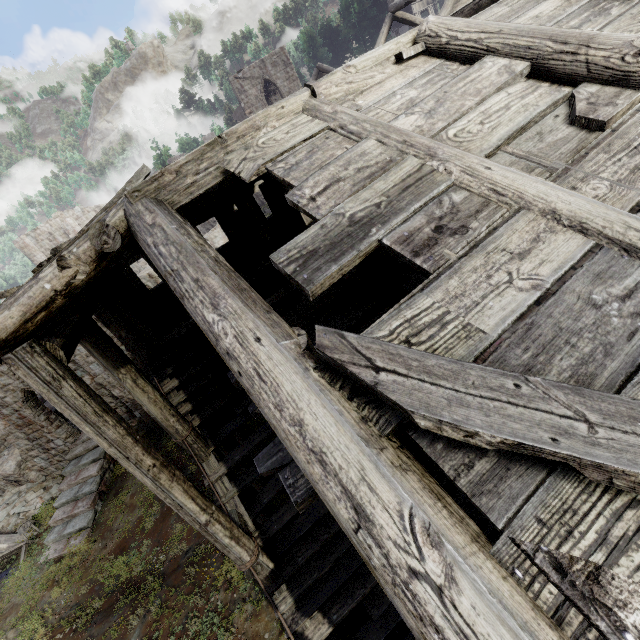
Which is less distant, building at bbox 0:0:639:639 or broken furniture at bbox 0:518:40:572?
building at bbox 0:0:639:639

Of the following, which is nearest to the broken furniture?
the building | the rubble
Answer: the rubble

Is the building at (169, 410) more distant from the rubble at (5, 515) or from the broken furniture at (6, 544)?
the broken furniture at (6, 544)

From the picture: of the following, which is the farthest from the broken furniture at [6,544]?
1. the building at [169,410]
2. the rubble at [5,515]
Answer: the building at [169,410]

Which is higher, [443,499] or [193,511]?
[443,499]

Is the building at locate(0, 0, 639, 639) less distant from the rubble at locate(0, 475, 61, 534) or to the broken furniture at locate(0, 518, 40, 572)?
the rubble at locate(0, 475, 61, 534)

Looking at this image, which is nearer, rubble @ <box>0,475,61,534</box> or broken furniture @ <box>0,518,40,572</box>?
broken furniture @ <box>0,518,40,572</box>
